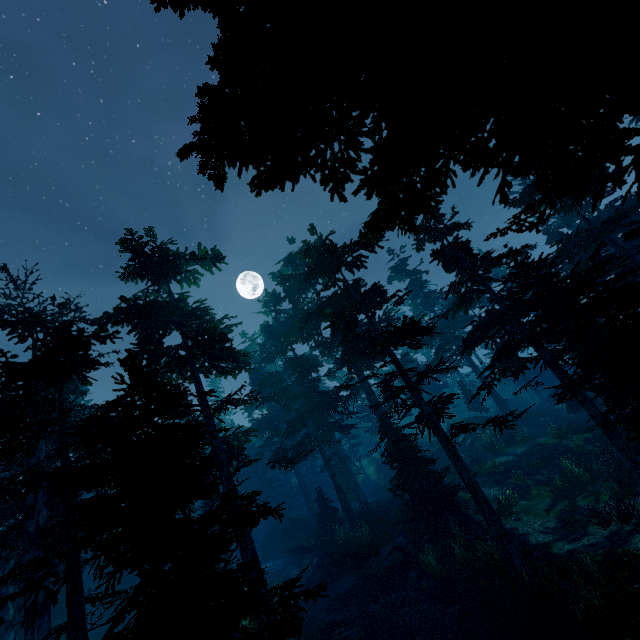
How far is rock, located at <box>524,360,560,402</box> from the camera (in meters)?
33.41

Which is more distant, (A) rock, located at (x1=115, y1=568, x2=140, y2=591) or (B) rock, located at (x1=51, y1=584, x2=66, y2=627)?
(A) rock, located at (x1=115, y1=568, x2=140, y2=591)

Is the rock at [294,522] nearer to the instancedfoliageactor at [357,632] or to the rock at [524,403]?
the instancedfoliageactor at [357,632]

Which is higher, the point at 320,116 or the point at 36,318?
the point at 36,318

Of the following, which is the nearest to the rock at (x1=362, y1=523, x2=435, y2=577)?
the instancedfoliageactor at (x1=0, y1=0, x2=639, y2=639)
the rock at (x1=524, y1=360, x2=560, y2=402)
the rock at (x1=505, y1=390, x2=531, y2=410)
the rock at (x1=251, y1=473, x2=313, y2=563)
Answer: the instancedfoliageactor at (x1=0, y1=0, x2=639, y2=639)

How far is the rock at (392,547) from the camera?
16.92m

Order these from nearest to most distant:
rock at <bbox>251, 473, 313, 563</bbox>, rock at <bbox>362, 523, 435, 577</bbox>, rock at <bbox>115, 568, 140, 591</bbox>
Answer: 1. rock at <bbox>362, 523, 435, 577</bbox>
2. rock at <bbox>115, 568, 140, 591</bbox>
3. rock at <bbox>251, 473, 313, 563</bbox>

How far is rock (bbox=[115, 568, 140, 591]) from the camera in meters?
29.9
